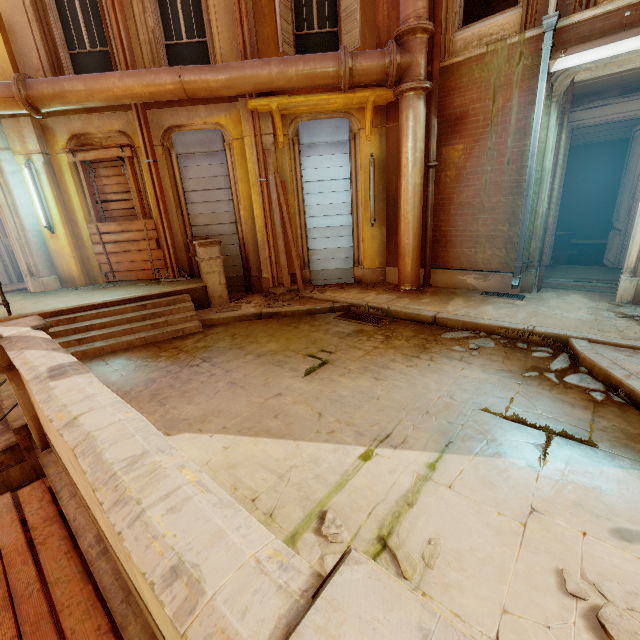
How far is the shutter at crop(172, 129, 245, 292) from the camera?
7.6 meters

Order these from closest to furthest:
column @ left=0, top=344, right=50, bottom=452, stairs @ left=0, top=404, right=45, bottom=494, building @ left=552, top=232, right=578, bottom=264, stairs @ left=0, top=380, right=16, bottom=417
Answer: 1. column @ left=0, top=344, right=50, bottom=452
2. stairs @ left=0, top=404, right=45, bottom=494
3. stairs @ left=0, top=380, right=16, bottom=417
4. building @ left=552, top=232, right=578, bottom=264

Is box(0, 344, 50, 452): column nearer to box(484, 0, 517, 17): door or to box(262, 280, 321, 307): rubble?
box(262, 280, 321, 307): rubble

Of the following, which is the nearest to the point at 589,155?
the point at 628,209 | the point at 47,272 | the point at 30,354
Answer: the point at 628,209

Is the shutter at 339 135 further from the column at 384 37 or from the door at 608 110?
the door at 608 110

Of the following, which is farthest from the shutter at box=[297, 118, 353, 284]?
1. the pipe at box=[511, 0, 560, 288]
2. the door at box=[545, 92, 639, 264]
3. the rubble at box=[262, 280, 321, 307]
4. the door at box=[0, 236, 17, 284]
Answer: the door at box=[0, 236, 17, 284]

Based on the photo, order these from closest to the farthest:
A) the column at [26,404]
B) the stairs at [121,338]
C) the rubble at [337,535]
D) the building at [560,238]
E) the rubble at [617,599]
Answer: the rubble at [617,599]
the rubble at [337,535]
the column at [26,404]
the stairs at [121,338]
the building at [560,238]

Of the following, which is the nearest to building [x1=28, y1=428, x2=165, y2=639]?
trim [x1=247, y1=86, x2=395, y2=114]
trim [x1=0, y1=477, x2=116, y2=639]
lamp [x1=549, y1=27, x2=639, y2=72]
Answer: trim [x1=0, y1=477, x2=116, y2=639]
